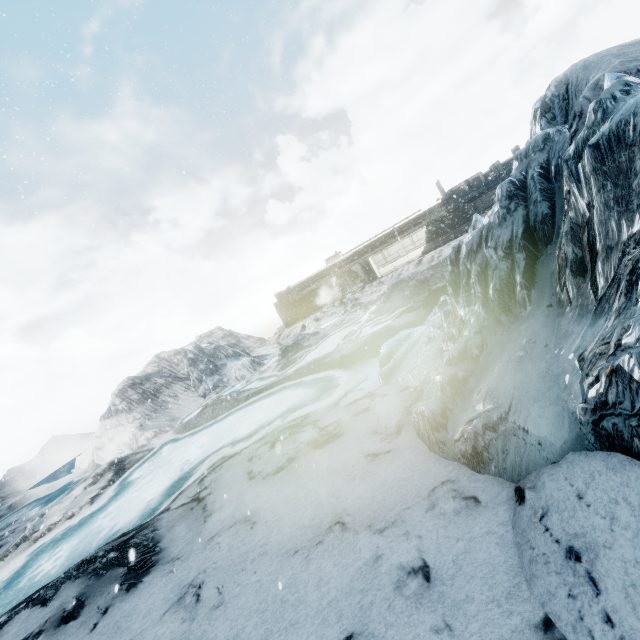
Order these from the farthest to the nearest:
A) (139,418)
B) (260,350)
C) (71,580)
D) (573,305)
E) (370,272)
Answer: (370,272) → (260,350) → (139,418) → (71,580) → (573,305)
